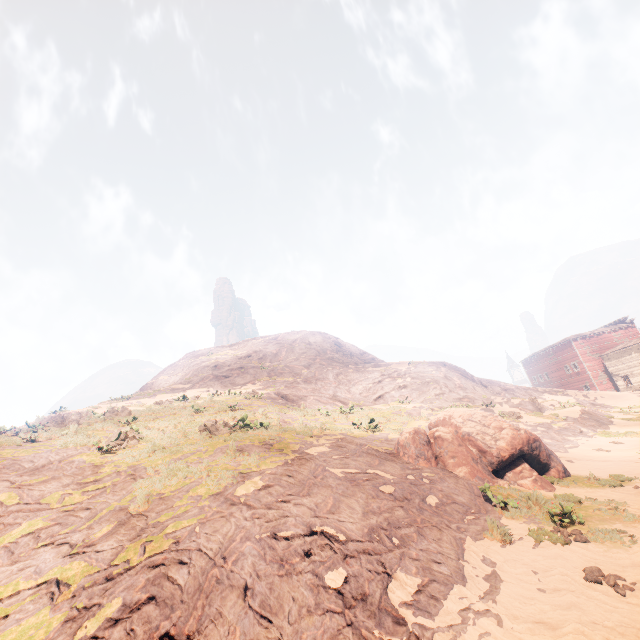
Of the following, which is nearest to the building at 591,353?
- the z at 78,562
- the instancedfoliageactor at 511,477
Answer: the z at 78,562

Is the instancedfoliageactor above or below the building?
below

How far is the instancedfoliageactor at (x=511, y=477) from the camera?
9.76m

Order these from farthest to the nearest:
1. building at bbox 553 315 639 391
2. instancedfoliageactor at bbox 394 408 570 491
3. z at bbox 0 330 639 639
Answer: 1. building at bbox 553 315 639 391
2. instancedfoliageactor at bbox 394 408 570 491
3. z at bbox 0 330 639 639

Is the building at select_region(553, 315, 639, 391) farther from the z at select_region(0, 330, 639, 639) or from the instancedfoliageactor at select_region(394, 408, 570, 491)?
the instancedfoliageactor at select_region(394, 408, 570, 491)

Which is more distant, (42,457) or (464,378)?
(464,378)

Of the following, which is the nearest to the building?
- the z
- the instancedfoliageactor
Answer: the z
